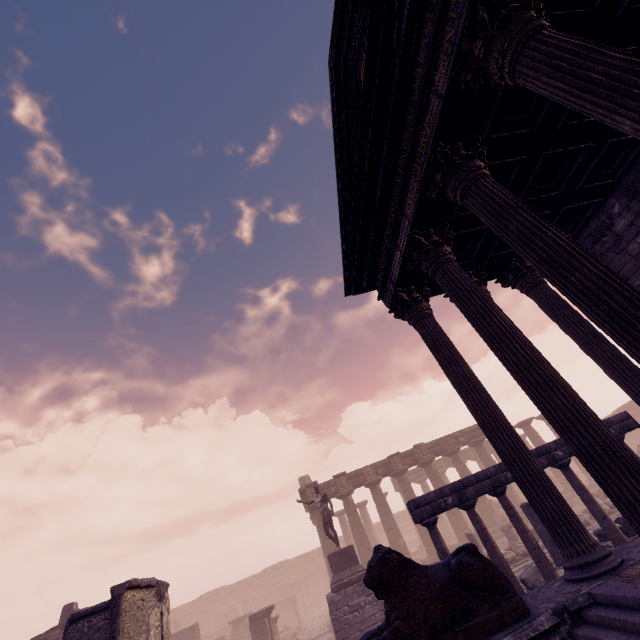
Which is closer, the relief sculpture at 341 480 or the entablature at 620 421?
the entablature at 620 421

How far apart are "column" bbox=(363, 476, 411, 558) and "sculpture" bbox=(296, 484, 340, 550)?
8.7m

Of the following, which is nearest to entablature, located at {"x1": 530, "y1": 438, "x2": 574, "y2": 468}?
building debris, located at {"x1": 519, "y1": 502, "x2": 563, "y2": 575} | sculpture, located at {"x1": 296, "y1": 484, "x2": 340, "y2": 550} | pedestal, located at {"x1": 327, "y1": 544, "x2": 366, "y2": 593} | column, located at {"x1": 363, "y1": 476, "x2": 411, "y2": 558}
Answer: building debris, located at {"x1": 519, "y1": 502, "x2": 563, "y2": 575}

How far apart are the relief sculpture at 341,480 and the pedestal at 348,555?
8.2 meters

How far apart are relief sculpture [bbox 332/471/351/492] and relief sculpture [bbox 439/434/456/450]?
7.7m

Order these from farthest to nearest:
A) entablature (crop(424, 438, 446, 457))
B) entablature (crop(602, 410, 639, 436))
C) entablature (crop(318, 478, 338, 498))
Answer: entablature (crop(424, 438, 446, 457)) → entablature (crop(318, 478, 338, 498)) → entablature (crop(602, 410, 639, 436))

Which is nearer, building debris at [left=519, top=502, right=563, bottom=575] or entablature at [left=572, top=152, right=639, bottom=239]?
entablature at [left=572, top=152, right=639, bottom=239]

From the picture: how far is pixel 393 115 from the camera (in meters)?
4.77
